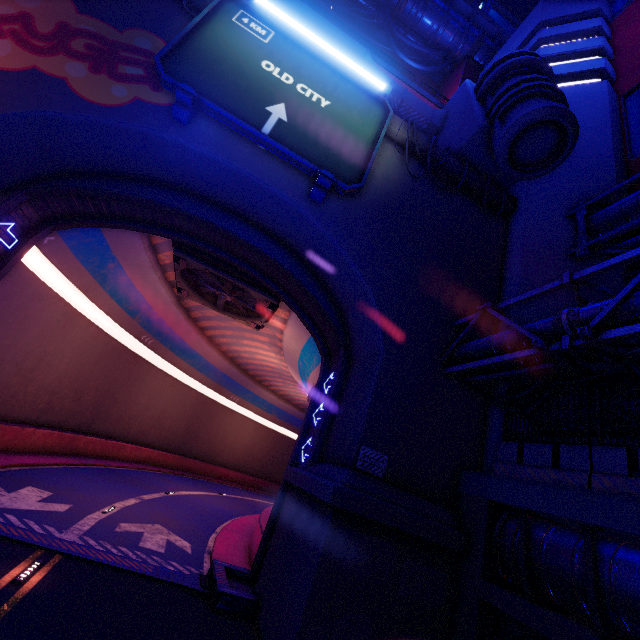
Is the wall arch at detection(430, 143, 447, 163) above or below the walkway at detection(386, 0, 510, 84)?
below

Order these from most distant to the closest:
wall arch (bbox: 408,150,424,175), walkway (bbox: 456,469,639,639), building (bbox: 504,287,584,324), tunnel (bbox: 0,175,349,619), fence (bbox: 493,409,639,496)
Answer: wall arch (bbox: 408,150,424,175), building (bbox: 504,287,584,324), tunnel (bbox: 0,175,349,619), fence (bbox: 493,409,639,496), walkway (bbox: 456,469,639,639)

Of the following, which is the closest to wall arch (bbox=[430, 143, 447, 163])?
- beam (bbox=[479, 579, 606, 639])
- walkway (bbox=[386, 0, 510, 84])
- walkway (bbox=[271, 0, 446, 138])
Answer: beam (bbox=[479, 579, 606, 639])

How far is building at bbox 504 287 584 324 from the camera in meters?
12.0

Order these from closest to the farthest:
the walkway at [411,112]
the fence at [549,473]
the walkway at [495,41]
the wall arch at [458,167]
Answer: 1. the fence at [549,473]
2. the wall arch at [458,167]
3. the walkway at [411,112]
4. the walkway at [495,41]

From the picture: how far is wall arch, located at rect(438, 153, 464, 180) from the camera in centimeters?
1453cm

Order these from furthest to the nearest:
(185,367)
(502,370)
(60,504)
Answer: (185,367) → (60,504) → (502,370)

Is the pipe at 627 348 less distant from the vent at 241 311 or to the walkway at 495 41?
the vent at 241 311
